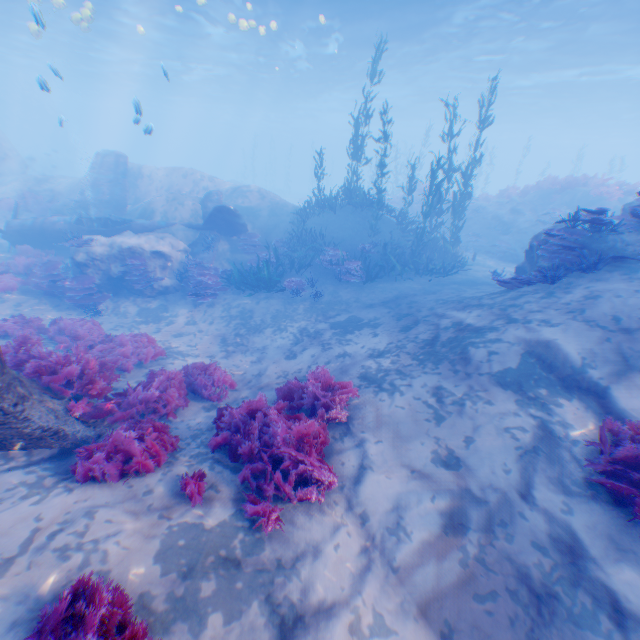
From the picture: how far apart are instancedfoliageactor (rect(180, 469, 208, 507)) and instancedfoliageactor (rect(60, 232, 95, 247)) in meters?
11.6 m

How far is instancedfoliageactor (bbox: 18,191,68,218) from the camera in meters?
19.0 m

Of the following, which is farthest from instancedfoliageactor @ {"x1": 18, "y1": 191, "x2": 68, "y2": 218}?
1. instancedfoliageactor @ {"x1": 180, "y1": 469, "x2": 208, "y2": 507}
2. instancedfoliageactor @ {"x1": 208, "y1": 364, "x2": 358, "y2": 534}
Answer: instancedfoliageactor @ {"x1": 180, "y1": 469, "x2": 208, "y2": 507}

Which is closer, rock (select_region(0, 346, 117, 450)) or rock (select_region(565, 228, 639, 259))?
rock (select_region(0, 346, 117, 450))

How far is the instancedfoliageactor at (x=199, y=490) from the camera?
3.74m

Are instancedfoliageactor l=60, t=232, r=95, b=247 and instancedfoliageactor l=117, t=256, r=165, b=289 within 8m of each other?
yes

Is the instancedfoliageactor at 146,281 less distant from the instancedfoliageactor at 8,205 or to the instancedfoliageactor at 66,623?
the instancedfoliageactor at 66,623

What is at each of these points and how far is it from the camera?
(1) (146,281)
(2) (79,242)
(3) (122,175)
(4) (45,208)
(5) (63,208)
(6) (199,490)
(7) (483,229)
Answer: (1) instancedfoliageactor, 12.6m
(2) instancedfoliageactor, 12.3m
(3) plane, 17.8m
(4) instancedfoliageactor, 19.6m
(5) rock, 17.9m
(6) instancedfoliageactor, 3.9m
(7) rock, 20.1m
